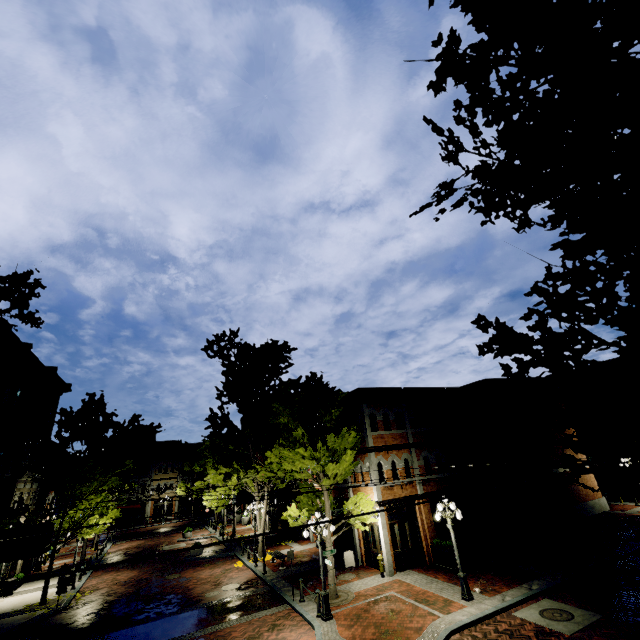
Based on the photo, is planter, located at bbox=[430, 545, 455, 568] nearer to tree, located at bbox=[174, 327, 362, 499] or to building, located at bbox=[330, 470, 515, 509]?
building, located at bbox=[330, 470, 515, 509]

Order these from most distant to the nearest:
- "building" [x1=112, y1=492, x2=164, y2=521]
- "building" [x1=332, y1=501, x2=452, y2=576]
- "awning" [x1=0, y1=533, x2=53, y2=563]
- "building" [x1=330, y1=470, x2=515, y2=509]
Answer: "building" [x1=112, y1=492, x2=164, y2=521], "building" [x1=330, y1=470, x2=515, y2=509], "building" [x1=332, y1=501, x2=452, y2=576], "awning" [x1=0, y1=533, x2=53, y2=563]

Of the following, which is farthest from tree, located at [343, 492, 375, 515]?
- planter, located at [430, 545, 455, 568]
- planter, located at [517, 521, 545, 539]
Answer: planter, located at [517, 521, 545, 539]

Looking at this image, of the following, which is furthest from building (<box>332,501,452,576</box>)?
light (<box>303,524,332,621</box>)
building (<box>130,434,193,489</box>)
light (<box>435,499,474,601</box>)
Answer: building (<box>130,434,193,489</box>)

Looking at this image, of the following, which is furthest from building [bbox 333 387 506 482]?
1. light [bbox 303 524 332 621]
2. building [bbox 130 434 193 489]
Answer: building [bbox 130 434 193 489]

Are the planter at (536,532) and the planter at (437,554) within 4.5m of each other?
no

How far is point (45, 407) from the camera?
25.5m

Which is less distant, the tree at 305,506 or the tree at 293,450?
the tree at 305,506
